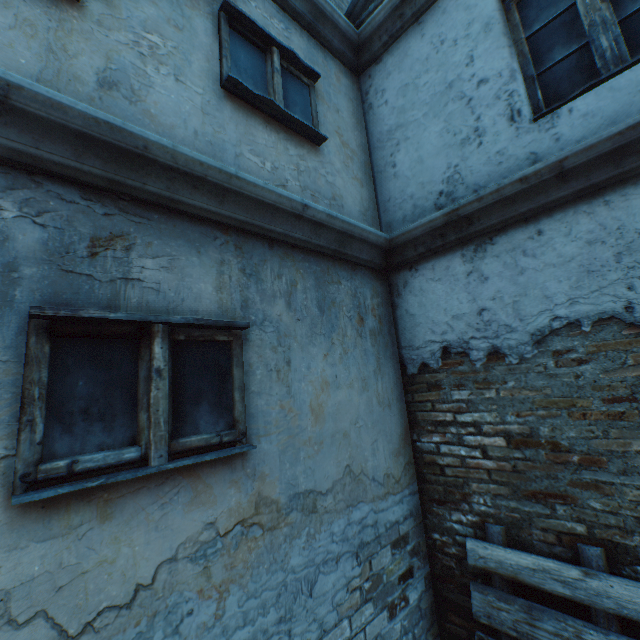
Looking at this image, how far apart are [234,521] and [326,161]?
3.0m

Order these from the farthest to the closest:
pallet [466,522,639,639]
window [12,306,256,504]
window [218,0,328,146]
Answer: window [218,0,328,146], pallet [466,522,639,639], window [12,306,256,504]

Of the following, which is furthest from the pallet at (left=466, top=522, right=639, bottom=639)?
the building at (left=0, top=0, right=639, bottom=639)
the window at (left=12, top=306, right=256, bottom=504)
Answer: the window at (left=12, top=306, right=256, bottom=504)

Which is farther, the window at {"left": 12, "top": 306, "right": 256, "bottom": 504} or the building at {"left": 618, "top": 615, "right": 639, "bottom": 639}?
the building at {"left": 618, "top": 615, "right": 639, "bottom": 639}

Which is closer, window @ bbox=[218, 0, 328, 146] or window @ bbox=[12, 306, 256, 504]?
window @ bbox=[12, 306, 256, 504]

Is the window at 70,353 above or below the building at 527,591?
above

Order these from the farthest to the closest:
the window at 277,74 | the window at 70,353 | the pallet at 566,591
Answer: the window at 277,74, the pallet at 566,591, the window at 70,353
